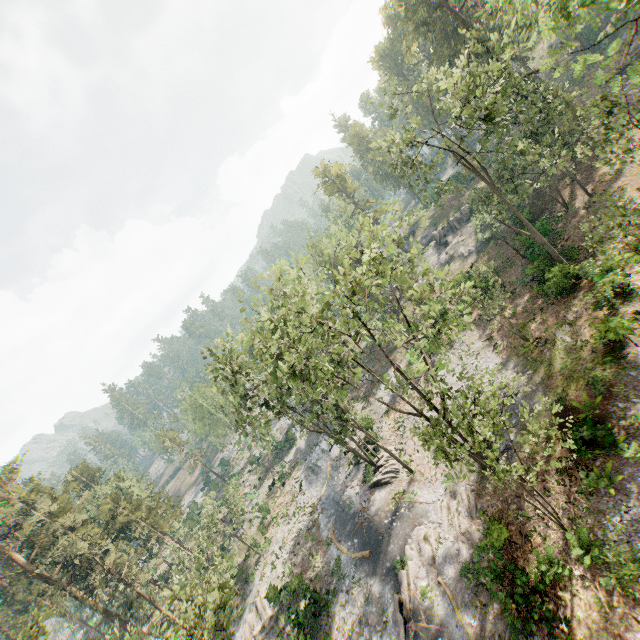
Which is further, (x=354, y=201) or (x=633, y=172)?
(x=354, y=201)

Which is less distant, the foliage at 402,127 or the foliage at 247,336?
the foliage at 247,336

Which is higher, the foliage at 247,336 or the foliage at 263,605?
the foliage at 247,336

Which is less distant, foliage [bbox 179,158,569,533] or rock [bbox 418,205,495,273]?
foliage [bbox 179,158,569,533]

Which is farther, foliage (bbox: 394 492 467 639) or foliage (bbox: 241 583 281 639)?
foliage (bbox: 241 583 281 639)

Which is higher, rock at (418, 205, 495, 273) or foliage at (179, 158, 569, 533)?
foliage at (179, 158, 569, 533)

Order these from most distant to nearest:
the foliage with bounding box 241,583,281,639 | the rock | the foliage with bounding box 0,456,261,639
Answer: the rock < the foliage with bounding box 241,583,281,639 < the foliage with bounding box 0,456,261,639
